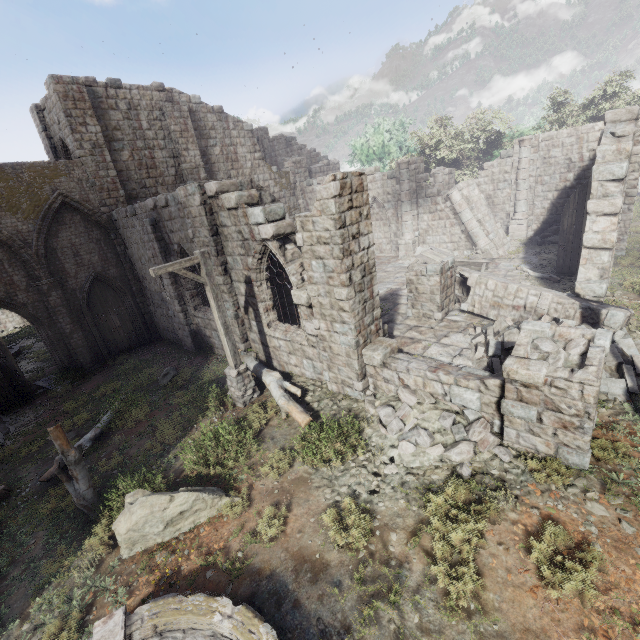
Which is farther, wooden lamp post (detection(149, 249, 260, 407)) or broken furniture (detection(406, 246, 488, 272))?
broken furniture (detection(406, 246, 488, 272))

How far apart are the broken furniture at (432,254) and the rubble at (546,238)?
4.92m

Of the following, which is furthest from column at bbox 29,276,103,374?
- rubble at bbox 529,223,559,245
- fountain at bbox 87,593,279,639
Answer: rubble at bbox 529,223,559,245

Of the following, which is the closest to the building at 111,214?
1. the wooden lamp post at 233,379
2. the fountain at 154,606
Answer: the wooden lamp post at 233,379

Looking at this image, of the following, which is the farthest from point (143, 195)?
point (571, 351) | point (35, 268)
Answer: point (571, 351)

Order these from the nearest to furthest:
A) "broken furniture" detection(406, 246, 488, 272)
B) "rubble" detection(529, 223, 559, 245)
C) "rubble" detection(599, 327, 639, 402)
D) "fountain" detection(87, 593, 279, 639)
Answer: "fountain" detection(87, 593, 279, 639), "rubble" detection(599, 327, 639, 402), "broken furniture" detection(406, 246, 488, 272), "rubble" detection(529, 223, 559, 245)

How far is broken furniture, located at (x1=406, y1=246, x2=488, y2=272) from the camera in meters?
16.3

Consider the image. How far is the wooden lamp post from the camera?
8.1m
